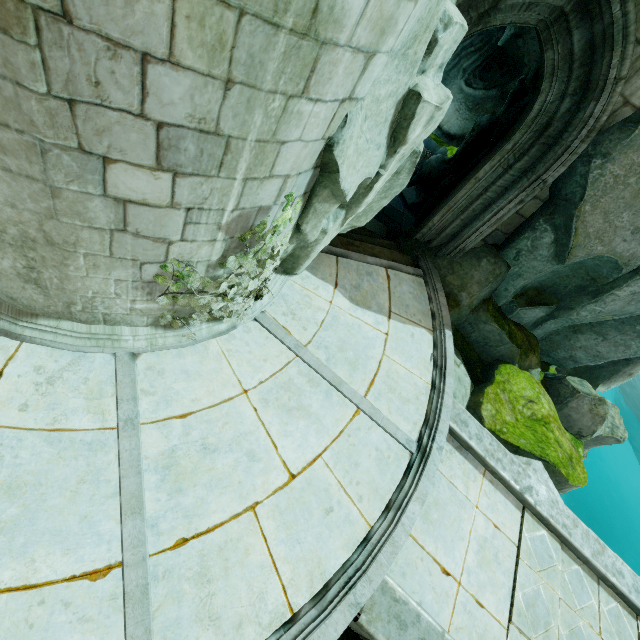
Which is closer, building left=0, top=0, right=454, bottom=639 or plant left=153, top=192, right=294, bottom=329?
building left=0, top=0, right=454, bottom=639

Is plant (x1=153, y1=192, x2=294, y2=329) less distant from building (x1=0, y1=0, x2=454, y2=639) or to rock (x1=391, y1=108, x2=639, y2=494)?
building (x1=0, y1=0, x2=454, y2=639)

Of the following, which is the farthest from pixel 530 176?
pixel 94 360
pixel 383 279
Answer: pixel 94 360

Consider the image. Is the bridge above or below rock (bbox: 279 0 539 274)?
below

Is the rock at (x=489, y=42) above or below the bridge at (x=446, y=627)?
above

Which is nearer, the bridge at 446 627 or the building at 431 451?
the building at 431 451

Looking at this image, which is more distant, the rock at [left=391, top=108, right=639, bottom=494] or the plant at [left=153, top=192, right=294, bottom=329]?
the rock at [left=391, top=108, right=639, bottom=494]

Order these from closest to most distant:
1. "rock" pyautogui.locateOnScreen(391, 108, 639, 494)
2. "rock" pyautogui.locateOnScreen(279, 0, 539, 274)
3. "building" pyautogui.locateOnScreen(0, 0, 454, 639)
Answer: "building" pyautogui.locateOnScreen(0, 0, 454, 639) < "rock" pyautogui.locateOnScreen(279, 0, 539, 274) < "rock" pyautogui.locateOnScreen(391, 108, 639, 494)
